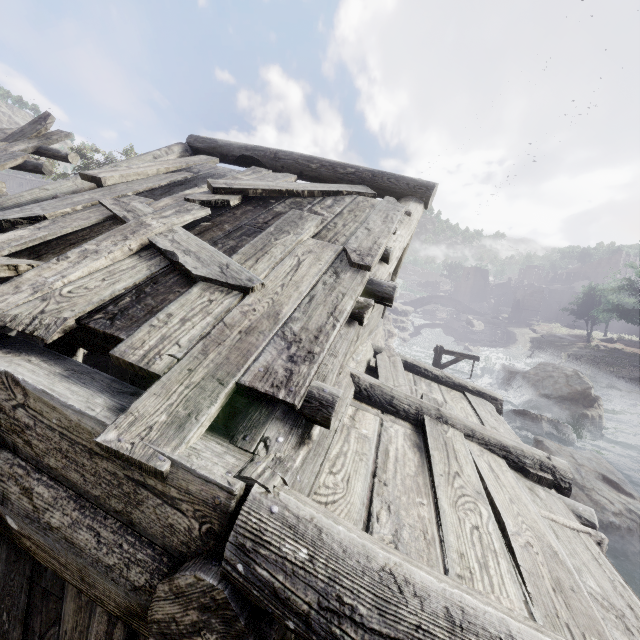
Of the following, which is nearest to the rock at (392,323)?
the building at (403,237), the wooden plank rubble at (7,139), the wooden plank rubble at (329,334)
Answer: the building at (403,237)

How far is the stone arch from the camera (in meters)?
57.97

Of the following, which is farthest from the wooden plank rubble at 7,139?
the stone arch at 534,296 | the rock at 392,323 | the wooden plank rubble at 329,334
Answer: the stone arch at 534,296

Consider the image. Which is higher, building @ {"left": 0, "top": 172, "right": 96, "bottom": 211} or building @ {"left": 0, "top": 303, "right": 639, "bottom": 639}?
building @ {"left": 0, "top": 172, "right": 96, "bottom": 211}

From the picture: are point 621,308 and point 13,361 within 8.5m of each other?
no

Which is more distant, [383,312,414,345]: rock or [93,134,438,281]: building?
[383,312,414,345]: rock

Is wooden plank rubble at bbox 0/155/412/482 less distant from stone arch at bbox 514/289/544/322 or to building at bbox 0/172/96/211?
building at bbox 0/172/96/211
